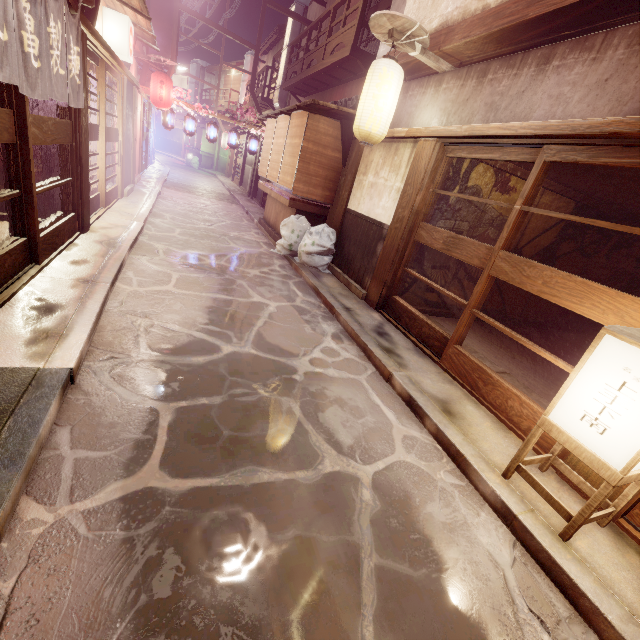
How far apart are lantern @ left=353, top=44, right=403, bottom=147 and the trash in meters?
3.6

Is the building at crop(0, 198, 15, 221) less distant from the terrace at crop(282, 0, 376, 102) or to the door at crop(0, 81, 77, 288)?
the door at crop(0, 81, 77, 288)

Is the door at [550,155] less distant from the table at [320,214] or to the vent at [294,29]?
the table at [320,214]

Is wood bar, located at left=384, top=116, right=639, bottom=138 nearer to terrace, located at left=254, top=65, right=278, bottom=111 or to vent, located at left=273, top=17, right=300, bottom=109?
vent, located at left=273, top=17, right=300, bottom=109

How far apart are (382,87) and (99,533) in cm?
1094

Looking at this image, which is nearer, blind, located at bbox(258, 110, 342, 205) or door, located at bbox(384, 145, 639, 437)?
door, located at bbox(384, 145, 639, 437)

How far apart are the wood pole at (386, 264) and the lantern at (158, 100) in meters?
19.4 m

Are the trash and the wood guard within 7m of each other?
yes
